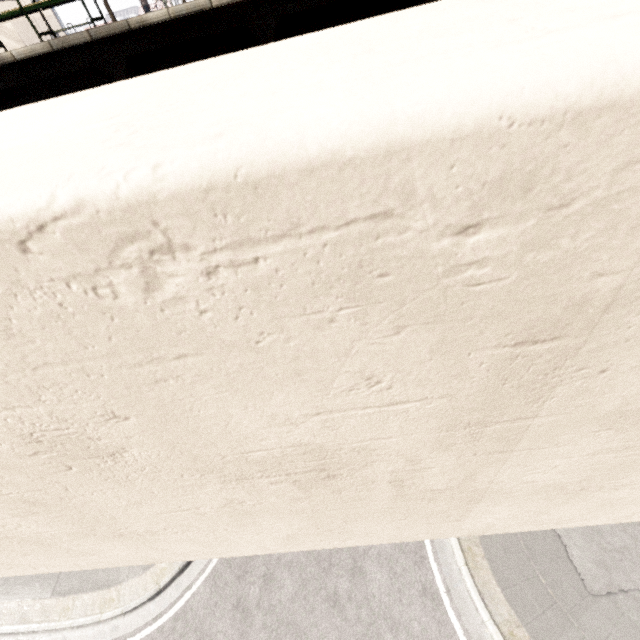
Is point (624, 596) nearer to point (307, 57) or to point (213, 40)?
point (307, 57)
